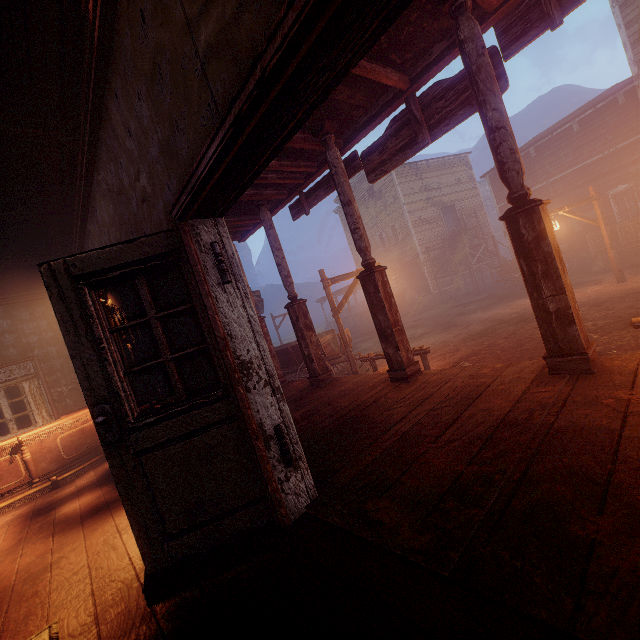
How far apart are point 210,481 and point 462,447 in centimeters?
185cm

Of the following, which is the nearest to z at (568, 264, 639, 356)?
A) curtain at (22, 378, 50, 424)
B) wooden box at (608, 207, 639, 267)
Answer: wooden box at (608, 207, 639, 267)

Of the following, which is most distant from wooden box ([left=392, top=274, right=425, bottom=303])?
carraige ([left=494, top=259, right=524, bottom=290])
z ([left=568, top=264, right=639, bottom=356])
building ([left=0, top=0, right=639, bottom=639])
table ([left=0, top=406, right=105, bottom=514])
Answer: table ([left=0, top=406, right=105, bottom=514])

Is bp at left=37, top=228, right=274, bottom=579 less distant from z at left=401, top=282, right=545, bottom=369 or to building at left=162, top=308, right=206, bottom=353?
building at left=162, top=308, right=206, bottom=353

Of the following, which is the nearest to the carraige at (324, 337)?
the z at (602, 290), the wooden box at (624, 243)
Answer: the z at (602, 290)

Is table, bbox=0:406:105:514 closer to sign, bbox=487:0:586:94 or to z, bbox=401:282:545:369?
z, bbox=401:282:545:369

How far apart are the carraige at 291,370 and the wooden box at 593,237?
11.9 meters

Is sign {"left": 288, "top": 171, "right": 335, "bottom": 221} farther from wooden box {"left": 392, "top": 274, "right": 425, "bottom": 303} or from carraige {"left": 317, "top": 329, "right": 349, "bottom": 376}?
wooden box {"left": 392, "top": 274, "right": 425, "bottom": 303}
